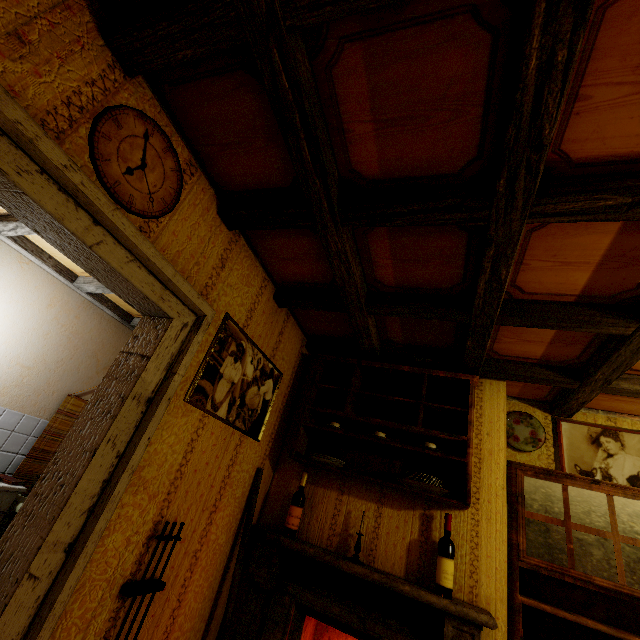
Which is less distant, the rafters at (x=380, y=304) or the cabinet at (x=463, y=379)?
the rafters at (x=380, y=304)

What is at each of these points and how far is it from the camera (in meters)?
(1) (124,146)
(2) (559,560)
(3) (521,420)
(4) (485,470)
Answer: (1) clock, 1.36
(2) cabinet, 2.15
(3) plate, 3.06
(4) fireplace, 2.46

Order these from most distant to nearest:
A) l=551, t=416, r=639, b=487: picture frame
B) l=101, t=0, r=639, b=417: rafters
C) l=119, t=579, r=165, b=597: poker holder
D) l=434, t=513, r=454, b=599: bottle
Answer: l=551, t=416, r=639, b=487: picture frame
l=434, t=513, r=454, b=599: bottle
l=119, t=579, r=165, b=597: poker holder
l=101, t=0, r=639, b=417: rafters

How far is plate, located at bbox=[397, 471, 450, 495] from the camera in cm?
224

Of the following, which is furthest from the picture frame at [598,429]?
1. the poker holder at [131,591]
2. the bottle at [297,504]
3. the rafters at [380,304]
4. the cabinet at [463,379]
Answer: the poker holder at [131,591]

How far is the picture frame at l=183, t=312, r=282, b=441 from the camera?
1.9 meters

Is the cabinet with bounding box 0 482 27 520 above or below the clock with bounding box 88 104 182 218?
below

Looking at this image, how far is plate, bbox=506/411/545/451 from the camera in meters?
2.9 m
